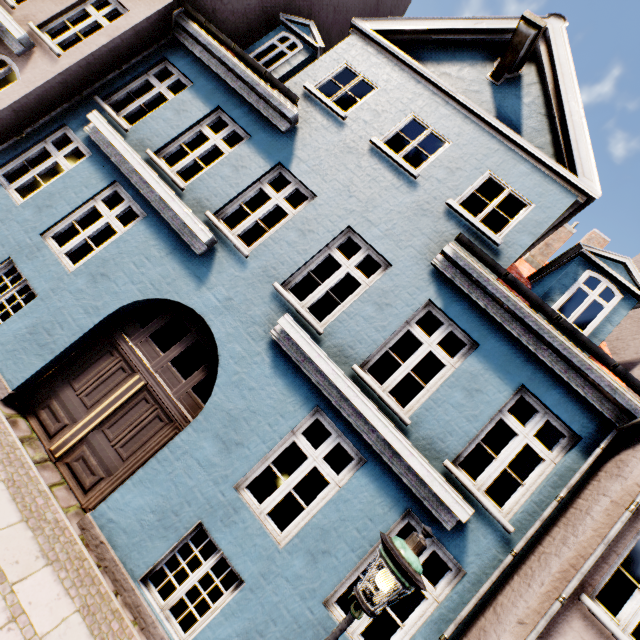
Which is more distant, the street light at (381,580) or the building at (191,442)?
the building at (191,442)

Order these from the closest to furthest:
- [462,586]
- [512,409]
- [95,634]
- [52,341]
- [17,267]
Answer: [95,634] < [462,586] < [52,341] < [17,267] < [512,409]

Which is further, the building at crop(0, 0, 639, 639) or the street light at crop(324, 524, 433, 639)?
the building at crop(0, 0, 639, 639)
